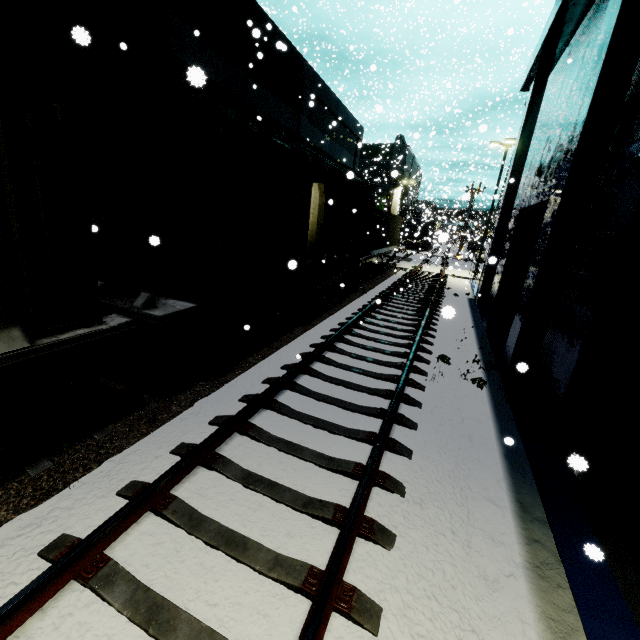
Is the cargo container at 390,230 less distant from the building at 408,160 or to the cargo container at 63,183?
the building at 408,160

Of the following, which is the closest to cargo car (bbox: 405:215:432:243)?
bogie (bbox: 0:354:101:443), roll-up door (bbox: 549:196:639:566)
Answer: roll-up door (bbox: 549:196:639:566)

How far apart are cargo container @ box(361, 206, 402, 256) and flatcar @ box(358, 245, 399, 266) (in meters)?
0.00

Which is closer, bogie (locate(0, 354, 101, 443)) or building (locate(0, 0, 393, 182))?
bogie (locate(0, 354, 101, 443))

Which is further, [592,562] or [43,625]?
[592,562]

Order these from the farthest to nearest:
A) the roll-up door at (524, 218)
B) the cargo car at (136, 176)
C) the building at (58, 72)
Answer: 1. the roll-up door at (524, 218)
2. the building at (58, 72)
3. the cargo car at (136, 176)

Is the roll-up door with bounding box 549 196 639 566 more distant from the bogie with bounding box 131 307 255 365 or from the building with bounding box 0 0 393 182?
the bogie with bounding box 131 307 255 365

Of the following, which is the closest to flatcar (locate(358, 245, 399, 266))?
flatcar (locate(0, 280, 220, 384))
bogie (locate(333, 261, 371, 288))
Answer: bogie (locate(333, 261, 371, 288))
